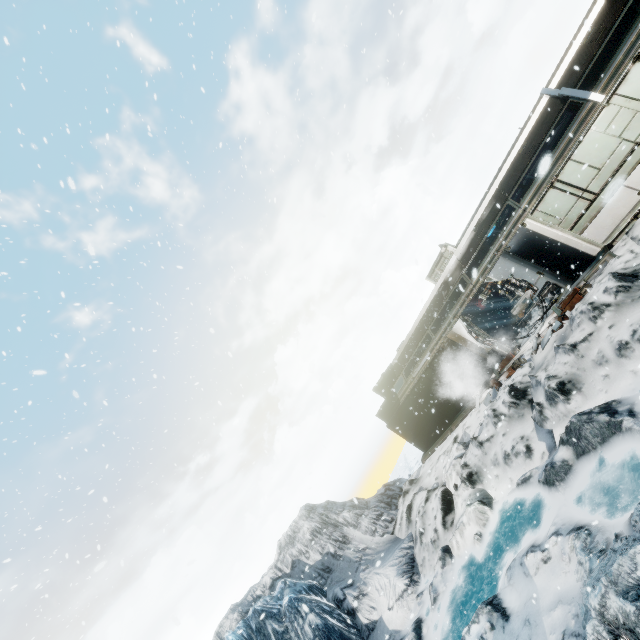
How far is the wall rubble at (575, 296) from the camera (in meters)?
10.92

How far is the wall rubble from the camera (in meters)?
10.92

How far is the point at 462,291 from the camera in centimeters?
2161cm
